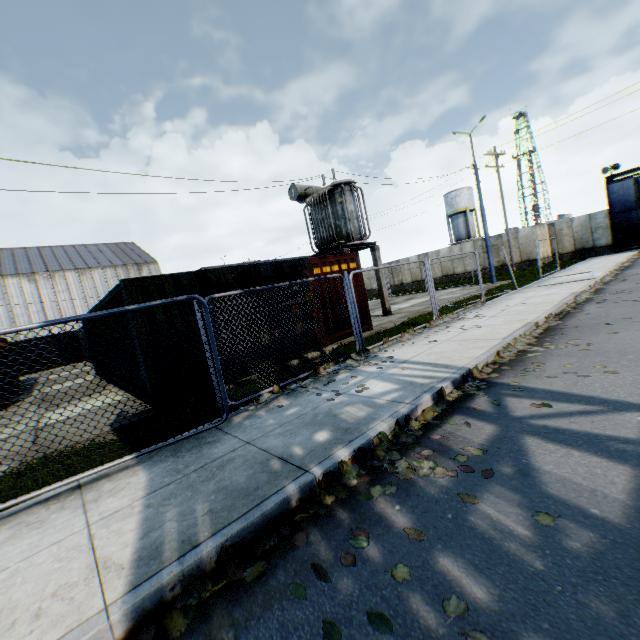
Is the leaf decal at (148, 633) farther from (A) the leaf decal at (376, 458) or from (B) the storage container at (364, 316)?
(B) the storage container at (364, 316)

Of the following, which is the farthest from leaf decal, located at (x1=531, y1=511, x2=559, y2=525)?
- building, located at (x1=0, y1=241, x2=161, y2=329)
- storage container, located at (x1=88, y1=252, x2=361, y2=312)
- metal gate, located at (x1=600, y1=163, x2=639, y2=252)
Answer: building, located at (x1=0, y1=241, x2=161, y2=329)

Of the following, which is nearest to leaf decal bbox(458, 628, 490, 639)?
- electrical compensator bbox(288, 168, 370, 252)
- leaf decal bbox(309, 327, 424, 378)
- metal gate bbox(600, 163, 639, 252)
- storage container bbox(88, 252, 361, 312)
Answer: leaf decal bbox(309, 327, 424, 378)

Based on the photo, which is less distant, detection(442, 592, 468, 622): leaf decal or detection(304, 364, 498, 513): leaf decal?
detection(442, 592, 468, 622): leaf decal

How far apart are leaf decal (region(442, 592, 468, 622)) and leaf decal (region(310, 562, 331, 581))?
0.77m

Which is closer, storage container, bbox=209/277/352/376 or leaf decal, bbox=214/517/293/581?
leaf decal, bbox=214/517/293/581

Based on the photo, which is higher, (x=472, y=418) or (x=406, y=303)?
(x=406, y=303)

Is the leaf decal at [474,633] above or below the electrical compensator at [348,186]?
below
